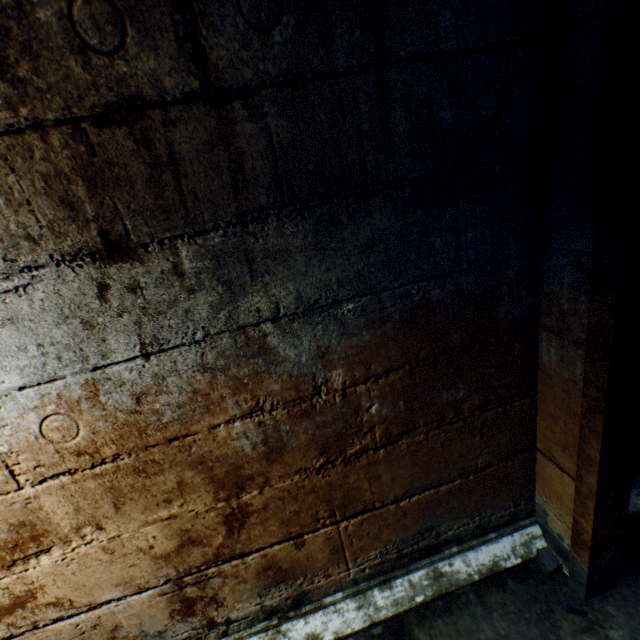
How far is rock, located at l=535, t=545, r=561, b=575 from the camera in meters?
1.6 m

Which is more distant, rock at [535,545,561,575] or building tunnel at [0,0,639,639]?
rock at [535,545,561,575]

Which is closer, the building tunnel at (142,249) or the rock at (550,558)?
the building tunnel at (142,249)

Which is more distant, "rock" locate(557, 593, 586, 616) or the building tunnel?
"rock" locate(557, 593, 586, 616)

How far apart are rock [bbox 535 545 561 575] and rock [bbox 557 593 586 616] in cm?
18

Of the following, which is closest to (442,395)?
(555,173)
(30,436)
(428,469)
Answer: (428,469)

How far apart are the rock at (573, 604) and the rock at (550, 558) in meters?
0.2 m

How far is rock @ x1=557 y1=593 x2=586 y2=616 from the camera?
1.4m
